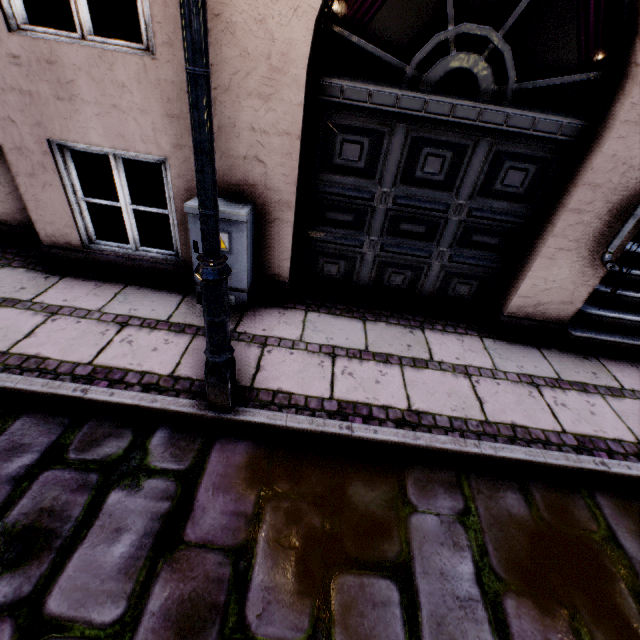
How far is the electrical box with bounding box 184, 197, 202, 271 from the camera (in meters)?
2.76

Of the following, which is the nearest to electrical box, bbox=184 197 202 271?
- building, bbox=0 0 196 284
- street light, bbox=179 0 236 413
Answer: building, bbox=0 0 196 284

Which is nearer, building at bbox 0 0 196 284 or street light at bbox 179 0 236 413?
street light at bbox 179 0 236 413

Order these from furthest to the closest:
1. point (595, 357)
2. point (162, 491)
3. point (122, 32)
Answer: point (122, 32), point (595, 357), point (162, 491)

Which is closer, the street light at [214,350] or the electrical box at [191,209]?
the street light at [214,350]

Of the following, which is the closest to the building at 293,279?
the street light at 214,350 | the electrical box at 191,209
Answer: the electrical box at 191,209
